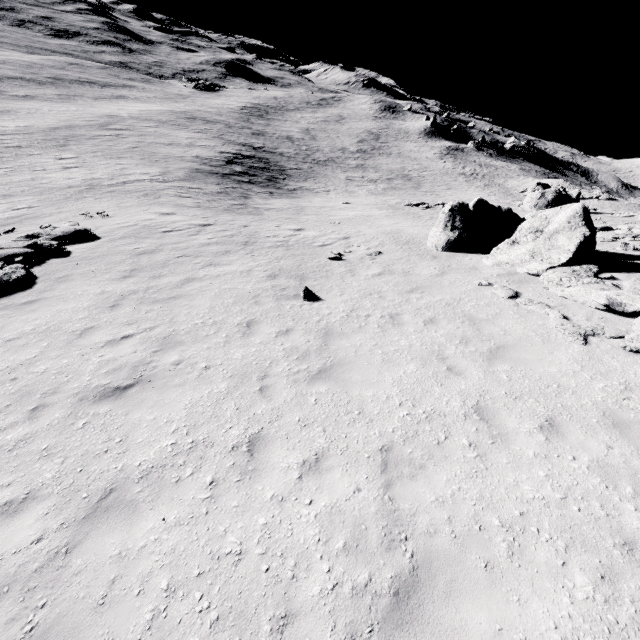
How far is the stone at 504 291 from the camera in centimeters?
1055cm

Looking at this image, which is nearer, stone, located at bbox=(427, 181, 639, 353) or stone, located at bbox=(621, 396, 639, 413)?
stone, located at bbox=(621, 396, 639, 413)

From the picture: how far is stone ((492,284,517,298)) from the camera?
10.55m

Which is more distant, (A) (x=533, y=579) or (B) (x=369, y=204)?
(B) (x=369, y=204)

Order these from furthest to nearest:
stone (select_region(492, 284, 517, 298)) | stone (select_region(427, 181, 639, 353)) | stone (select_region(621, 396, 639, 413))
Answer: stone (select_region(492, 284, 517, 298)), stone (select_region(427, 181, 639, 353)), stone (select_region(621, 396, 639, 413))

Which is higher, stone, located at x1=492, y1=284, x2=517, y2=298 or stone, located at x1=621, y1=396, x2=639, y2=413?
stone, located at x1=621, y1=396, x2=639, y2=413

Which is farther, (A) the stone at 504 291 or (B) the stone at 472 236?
(A) the stone at 504 291

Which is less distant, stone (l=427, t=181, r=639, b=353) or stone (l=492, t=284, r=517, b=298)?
stone (l=427, t=181, r=639, b=353)
